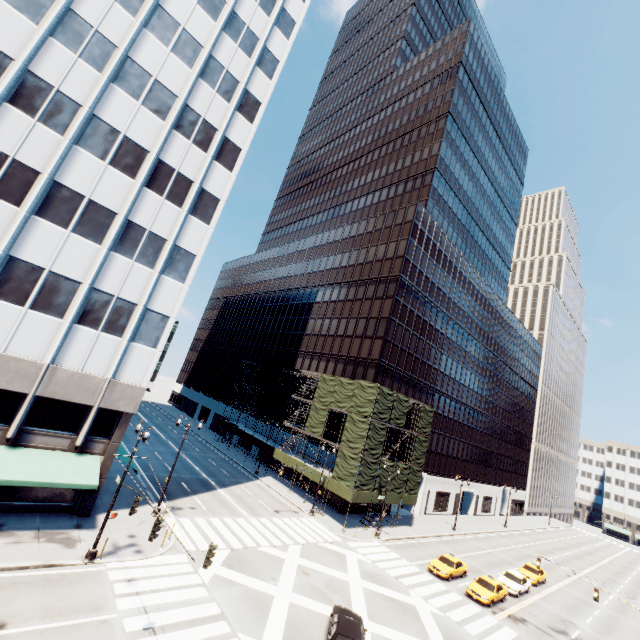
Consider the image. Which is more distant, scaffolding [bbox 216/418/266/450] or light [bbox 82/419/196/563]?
scaffolding [bbox 216/418/266/450]

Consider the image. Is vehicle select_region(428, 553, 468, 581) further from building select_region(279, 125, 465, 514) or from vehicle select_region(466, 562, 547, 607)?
building select_region(279, 125, 465, 514)

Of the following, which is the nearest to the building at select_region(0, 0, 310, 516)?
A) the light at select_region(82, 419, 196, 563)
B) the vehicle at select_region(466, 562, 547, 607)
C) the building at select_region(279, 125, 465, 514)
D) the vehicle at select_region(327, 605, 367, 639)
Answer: the light at select_region(82, 419, 196, 563)

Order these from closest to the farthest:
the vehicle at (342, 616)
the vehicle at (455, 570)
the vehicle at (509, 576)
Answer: the vehicle at (342, 616) < the vehicle at (509, 576) < the vehicle at (455, 570)

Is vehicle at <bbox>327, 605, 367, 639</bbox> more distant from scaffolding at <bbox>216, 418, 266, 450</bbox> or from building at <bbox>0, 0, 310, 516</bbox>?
building at <bbox>0, 0, 310, 516</bbox>

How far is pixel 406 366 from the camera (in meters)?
47.88

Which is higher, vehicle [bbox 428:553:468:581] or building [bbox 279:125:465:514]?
building [bbox 279:125:465:514]

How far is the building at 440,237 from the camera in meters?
46.7
